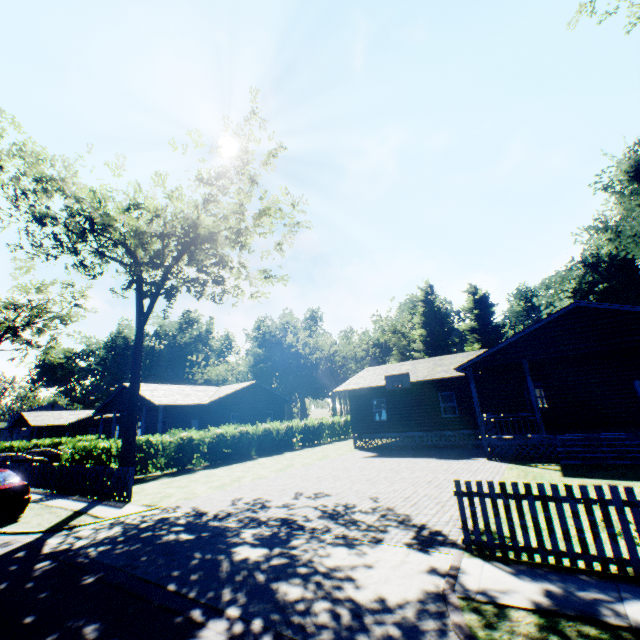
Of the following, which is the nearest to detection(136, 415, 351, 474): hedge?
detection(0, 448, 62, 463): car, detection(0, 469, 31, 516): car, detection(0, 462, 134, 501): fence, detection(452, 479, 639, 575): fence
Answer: detection(0, 462, 134, 501): fence

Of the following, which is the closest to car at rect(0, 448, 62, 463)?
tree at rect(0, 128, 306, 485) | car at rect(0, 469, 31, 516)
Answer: Result: car at rect(0, 469, 31, 516)

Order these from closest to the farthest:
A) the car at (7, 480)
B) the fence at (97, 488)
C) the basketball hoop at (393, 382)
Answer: the car at (7, 480), the fence at (97, 488), the basketball hoop at (393, 382)

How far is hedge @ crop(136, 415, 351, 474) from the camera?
19.2 meters

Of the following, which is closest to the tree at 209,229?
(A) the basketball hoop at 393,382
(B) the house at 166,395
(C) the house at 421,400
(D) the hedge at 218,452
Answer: (D) the hedge at 218,452

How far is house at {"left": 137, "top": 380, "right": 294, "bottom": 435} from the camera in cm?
2713

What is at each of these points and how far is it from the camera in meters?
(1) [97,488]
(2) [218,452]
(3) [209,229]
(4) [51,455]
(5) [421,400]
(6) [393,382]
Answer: (1) fence, 13.7 m
(2) hedge, 22.6 m
(3) tree, 17.5 m
(4) car, 30.7 m
(5) house, 22.6 m
(6) basketball hoop, 22.3 m

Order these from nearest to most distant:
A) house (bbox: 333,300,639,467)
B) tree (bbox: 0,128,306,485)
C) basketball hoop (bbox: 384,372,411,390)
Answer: house (bbox: 333,300,639,467) < tree (bbox: 0,128,306,485) < basketball hoop (bbox: 384,372,411,390)
